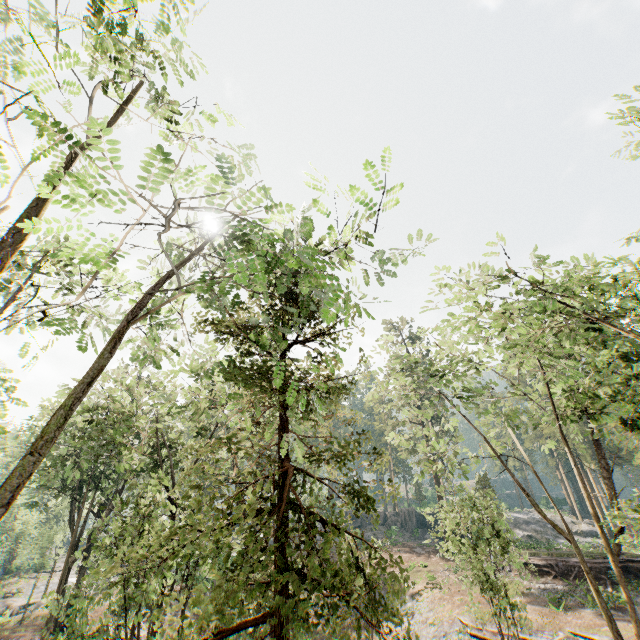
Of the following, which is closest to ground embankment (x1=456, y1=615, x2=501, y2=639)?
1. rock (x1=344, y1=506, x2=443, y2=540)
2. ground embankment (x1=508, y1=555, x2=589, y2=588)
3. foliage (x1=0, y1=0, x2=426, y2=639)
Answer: foliage (x1=0, y1=0, x2=426, y2=639)

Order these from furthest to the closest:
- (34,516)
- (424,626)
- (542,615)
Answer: (34,516), (424,626), (542,615)

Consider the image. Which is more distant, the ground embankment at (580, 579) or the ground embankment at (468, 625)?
the ground embankment at (580, 579)

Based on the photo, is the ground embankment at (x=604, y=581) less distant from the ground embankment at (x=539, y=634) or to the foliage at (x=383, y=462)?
the foliage at (x=383, y=462)

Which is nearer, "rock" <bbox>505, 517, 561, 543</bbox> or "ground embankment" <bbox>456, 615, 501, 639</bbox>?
"ground embankment" <bbox>456, 615, 501, 639</bbox>

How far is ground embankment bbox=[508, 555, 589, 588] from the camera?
26.11m

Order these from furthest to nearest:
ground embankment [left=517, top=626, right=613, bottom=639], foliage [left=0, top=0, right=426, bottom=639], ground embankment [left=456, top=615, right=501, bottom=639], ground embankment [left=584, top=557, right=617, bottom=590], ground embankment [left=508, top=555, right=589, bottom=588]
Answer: ground embankment [left=508, top=555, right=589, bottom=588], ground embankment [left=584, top=557, right=617, bottom=590], ground embankment [left=456, top=615, right=501, bottom=639], ground embankment [left=517, top=626, right=613, bottom=639], foliage [left=0, top=0, right=426, bottom=639]

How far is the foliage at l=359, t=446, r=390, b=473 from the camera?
7.5 meters
